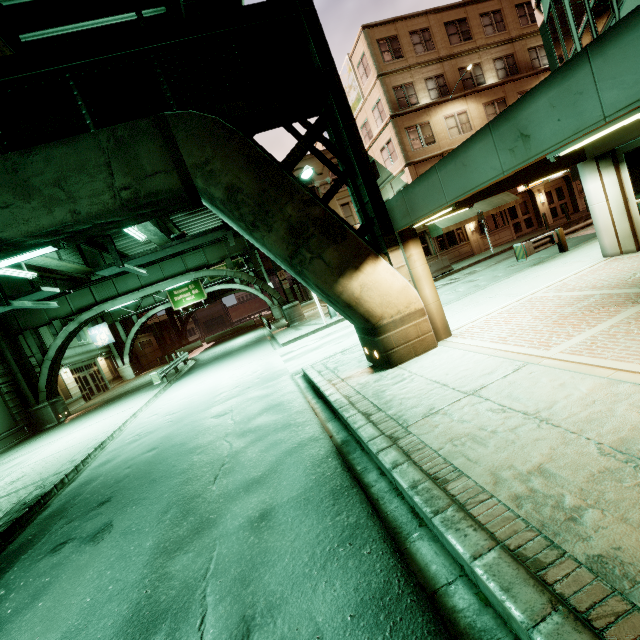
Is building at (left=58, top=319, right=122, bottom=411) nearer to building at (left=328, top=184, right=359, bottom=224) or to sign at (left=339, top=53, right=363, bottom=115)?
building at (left=328, top=184, right=359, bottom=224)

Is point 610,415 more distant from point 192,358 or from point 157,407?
point 192,358

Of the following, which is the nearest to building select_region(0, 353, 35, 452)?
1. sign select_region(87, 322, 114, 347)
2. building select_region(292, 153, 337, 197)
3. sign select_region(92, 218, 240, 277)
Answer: sign select_region(87, 322, 114, 347)

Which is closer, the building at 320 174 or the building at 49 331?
the building at 49 331

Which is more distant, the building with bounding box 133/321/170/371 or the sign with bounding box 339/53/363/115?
the building with bounding box 133/321/170/371

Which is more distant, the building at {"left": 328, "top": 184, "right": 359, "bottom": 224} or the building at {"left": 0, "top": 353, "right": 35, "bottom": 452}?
the building at {"left": 328, "top": 184, "right": 359, "bottom": 224}

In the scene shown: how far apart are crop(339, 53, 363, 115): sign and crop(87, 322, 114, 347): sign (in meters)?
31.86

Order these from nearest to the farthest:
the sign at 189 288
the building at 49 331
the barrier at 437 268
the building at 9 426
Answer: the building at 9 426
the barrier at 437 268
the building at 49 331
the sign at 189 288
